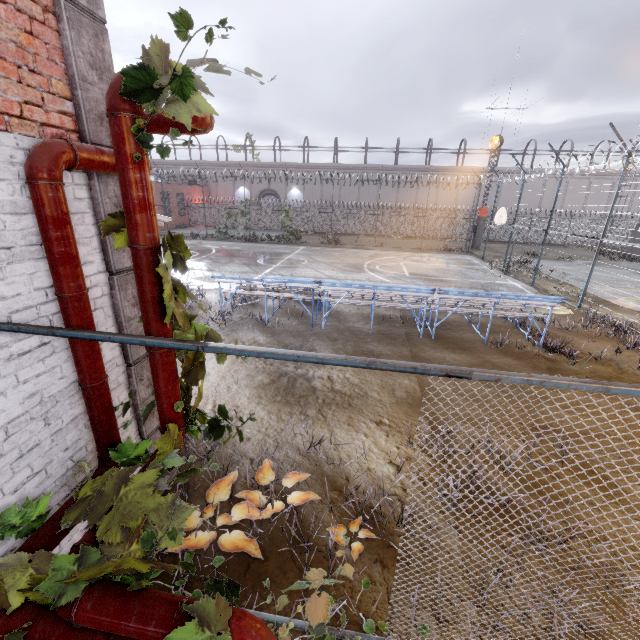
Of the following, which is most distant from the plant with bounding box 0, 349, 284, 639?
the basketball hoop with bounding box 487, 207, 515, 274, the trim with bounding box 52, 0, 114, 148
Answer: the basketball hoop with bounding box 487, 207, 515, 274

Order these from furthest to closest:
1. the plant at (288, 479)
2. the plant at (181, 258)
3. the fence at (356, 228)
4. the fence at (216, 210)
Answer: the fence at (216, 210) < the fence at (356, 228) < the plant at (288, 479) < the plant at (181, 258)

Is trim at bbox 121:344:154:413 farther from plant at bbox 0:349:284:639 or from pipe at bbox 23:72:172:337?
plant at bbox 0:349:284:639

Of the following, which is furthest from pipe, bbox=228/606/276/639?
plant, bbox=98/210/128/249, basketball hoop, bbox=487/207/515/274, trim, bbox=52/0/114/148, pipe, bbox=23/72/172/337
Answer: basketball hoop, bbox=487/207/515/274

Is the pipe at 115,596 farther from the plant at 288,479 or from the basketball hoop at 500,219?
the basketball hoop at 500,219

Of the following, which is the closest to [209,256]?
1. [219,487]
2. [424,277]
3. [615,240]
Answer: [424,277]

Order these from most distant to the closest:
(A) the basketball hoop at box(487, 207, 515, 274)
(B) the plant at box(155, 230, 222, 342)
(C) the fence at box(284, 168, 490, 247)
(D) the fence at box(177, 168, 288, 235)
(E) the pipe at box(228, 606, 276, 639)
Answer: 1. (D) the fence at box(177, 168, 288, 235)
2. (C) the fence at box(284, 168, 490, 247)
3. (A) the basketball hoop at box(487, 207, 515, 274)
4. (B) the plant at box(155, 230, 222, 342)
5. (E) the pipe at box(228, 606, 276, 639)

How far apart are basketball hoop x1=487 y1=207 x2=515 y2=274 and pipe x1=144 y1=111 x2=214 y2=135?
18.1 meters
